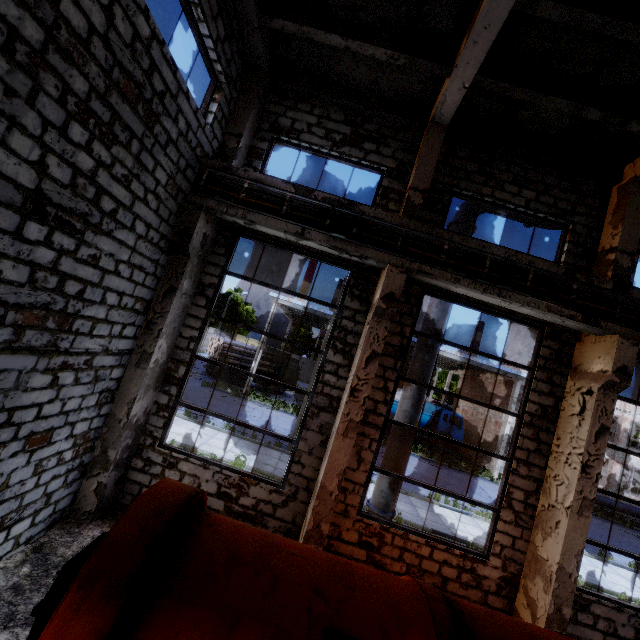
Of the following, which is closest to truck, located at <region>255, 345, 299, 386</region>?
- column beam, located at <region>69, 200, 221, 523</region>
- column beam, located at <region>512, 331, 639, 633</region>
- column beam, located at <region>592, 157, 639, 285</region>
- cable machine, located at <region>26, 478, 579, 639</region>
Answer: column beam, located at <region>69, 200, 221, 523</region>

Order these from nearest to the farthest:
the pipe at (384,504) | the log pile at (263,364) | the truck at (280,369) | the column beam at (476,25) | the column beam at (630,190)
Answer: the column beam at (476,25)
the column beam at (630,190)
the pipe at (384,504)
the log pile at (263,364)
the truck at (280,369)

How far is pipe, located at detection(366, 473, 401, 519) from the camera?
7.7m

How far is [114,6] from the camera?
3.8 meters

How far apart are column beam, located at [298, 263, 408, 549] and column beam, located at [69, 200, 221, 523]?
3.8m

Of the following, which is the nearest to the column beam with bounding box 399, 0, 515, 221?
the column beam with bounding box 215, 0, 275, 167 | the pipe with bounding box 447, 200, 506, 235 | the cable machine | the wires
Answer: the wires

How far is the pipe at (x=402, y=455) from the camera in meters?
7.8 m

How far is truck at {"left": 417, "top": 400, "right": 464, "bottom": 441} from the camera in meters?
26.7
